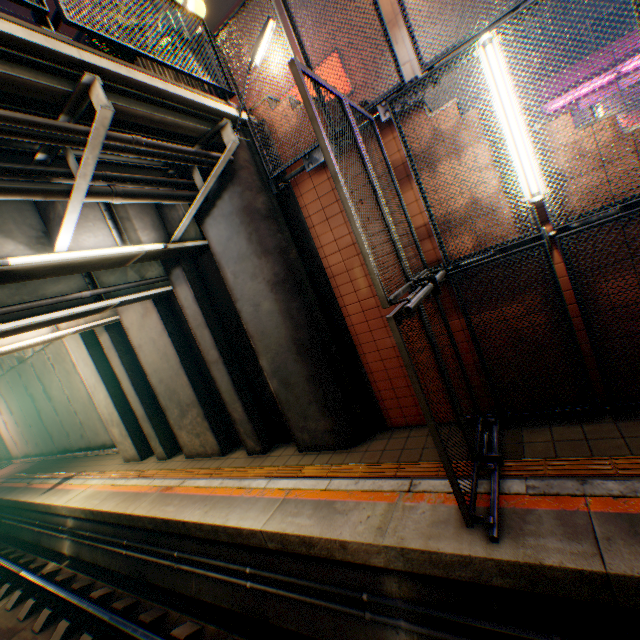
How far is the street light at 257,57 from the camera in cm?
455

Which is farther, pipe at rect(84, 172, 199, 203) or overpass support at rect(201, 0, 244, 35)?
overpass support at rect(201, 0, 244, 35)

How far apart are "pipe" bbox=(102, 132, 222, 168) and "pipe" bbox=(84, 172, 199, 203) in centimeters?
50cm

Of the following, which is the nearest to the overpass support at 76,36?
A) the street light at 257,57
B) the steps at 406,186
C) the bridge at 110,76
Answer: the bridge at 110,76

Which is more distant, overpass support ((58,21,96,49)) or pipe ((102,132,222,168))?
overpass support ((58,21,96,49))

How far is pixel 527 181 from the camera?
3.7m

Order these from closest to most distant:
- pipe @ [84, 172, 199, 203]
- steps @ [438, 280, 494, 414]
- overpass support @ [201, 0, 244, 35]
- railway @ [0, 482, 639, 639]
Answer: railway @ [0, 482, 639, 639], pipe @ [84, 172, 199, 203], steps @ [438, 280, 494, 414], overpass support @ [201, 0, 244, 35]

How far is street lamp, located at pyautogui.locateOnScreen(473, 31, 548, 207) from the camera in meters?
3.6 m
